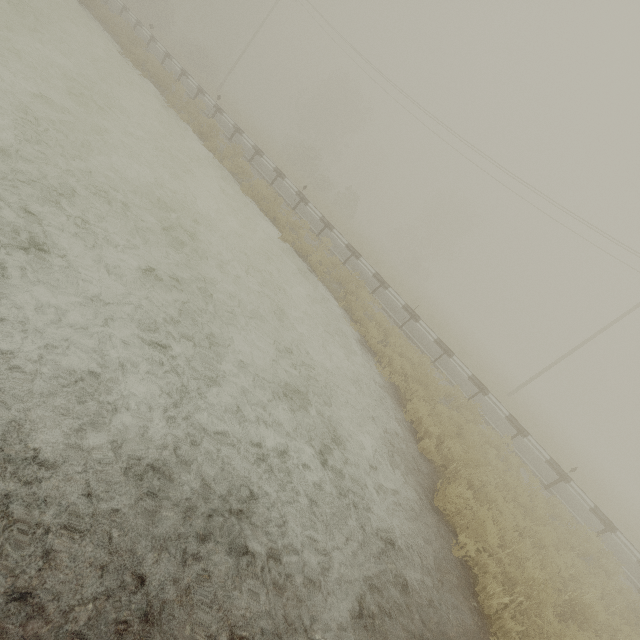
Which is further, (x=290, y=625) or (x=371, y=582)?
(x=371, y=582)
